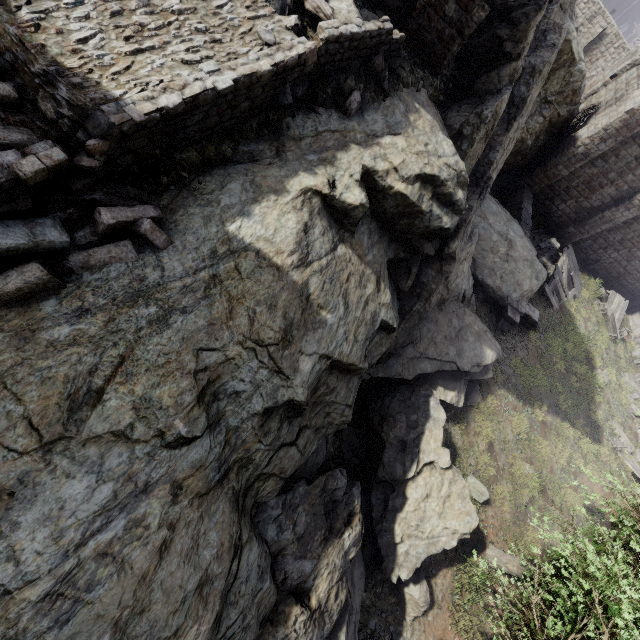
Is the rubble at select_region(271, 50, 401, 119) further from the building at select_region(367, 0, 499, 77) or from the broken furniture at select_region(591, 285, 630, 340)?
the broken furniture at select_region(591, 285, 630, 340)

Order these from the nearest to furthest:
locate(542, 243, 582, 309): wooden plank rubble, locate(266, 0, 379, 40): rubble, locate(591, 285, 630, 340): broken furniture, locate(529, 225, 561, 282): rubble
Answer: locate(266, 0, 379, 40): rubble → locate(542, 243, 582, 309): wooden plank rubble → locate(529, 225, 561, 282): rubble → locate(591, 285, 630, 340): broken furniture

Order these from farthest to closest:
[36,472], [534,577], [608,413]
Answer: [608,413]
[534,577]
[36,472]

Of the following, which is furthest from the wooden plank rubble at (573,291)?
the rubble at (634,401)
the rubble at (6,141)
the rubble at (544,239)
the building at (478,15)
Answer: the rubble at (6,141)

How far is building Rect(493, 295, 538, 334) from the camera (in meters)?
16.16

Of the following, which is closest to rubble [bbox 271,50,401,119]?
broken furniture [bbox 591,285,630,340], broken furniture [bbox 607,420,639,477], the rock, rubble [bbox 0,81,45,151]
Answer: the rock

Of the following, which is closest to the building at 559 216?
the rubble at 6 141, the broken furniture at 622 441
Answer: the broken furniture at 622 441

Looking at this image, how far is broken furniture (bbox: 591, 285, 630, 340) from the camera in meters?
22.1
